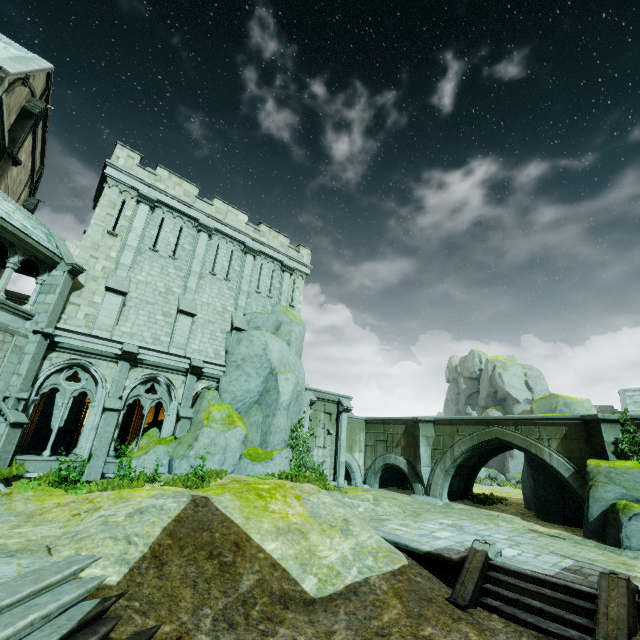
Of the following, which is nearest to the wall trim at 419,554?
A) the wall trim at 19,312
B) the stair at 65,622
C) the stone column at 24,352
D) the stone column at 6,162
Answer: the stair at 65,622

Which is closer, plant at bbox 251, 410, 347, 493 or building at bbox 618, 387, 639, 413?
plant at bbox 251, 410, 347, 493

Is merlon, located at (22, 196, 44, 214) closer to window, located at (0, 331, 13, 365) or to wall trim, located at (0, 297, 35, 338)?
wall trim, located at (0, 297, 35, 338)

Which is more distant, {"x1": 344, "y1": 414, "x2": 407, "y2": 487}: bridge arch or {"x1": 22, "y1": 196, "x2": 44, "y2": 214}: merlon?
{"x1": 22, "y1": 196, "x2": 44, "y2": 214}: merlon

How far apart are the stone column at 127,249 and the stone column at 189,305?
2.24m

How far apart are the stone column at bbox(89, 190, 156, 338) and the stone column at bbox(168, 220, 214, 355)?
2.24m

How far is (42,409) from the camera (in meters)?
24.50

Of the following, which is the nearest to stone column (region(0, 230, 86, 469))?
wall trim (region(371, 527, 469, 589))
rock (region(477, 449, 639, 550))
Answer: wall trim (region(371, 527, 469, 589))
